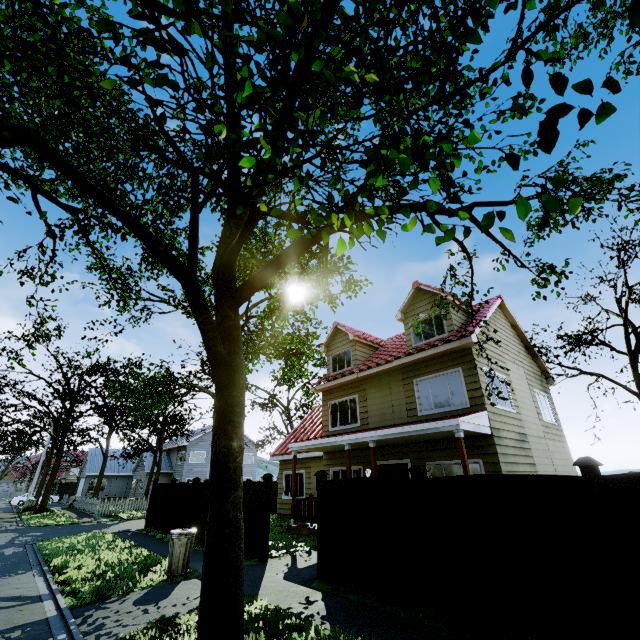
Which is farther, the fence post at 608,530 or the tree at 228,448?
the fence post at 608,530

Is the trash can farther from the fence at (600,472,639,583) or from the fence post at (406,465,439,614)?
the fence post at (406,465,439,614)

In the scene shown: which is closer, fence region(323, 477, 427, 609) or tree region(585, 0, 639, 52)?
tree region(585, 0, 639, 52)

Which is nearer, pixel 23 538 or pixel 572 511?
pixel 572 511

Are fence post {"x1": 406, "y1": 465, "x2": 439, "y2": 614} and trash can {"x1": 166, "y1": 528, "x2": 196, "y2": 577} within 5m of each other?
no

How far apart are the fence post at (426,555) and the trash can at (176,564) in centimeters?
576cm

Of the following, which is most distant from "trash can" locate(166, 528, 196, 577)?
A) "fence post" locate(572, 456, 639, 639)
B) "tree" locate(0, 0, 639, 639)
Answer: "fence post" locate(572, 456, 639, 639)

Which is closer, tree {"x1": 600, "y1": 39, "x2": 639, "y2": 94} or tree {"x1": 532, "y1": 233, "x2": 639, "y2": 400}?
tree {"x1": 600, "y1": 39, "x2": 639, "y2": 94}
